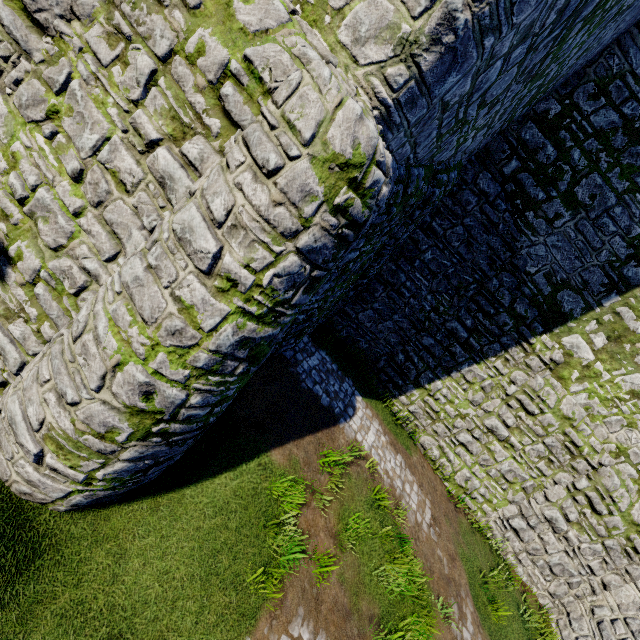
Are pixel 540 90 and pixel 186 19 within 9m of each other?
yes
